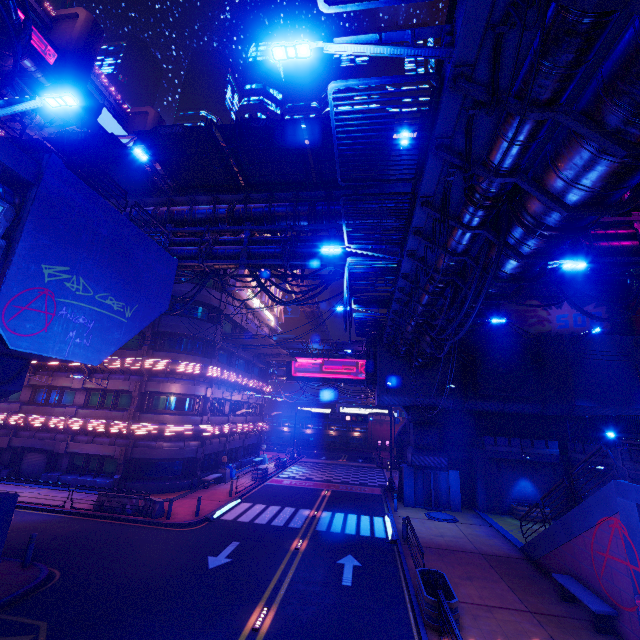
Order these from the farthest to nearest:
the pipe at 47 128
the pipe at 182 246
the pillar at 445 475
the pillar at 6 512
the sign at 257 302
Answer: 1. the sign at 257 302
2. the pillar at 445 475
3. the pipe at 47 128
4. the pipe at 182 246
5. the pillar at 6 512

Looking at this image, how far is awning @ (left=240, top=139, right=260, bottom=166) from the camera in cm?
1646

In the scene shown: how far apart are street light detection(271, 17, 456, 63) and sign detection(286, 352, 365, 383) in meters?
41.9

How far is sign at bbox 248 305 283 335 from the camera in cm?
3659

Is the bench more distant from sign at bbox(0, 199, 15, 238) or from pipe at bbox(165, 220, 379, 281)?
sign at bbox(0, 199, 15, 238)

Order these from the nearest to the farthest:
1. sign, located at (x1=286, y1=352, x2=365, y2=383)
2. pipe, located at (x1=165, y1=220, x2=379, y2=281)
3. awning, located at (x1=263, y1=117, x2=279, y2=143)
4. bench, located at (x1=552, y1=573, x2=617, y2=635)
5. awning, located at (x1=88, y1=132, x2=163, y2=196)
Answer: bench, located at (x1=552, y1=573, x2=617, y2=635) → awning, located at (x1=263, y1=117, x2=279, y2=143) → awning, located at (x1=88, y1=132, x2=163, y2=196) → pipe, located at (x1=165, y1=220, x2=379, y2=281) → sign, located at (x1=286, y1=352, x2=365, y2=383)

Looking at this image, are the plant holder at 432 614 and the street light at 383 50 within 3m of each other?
no

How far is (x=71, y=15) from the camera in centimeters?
4472cm
